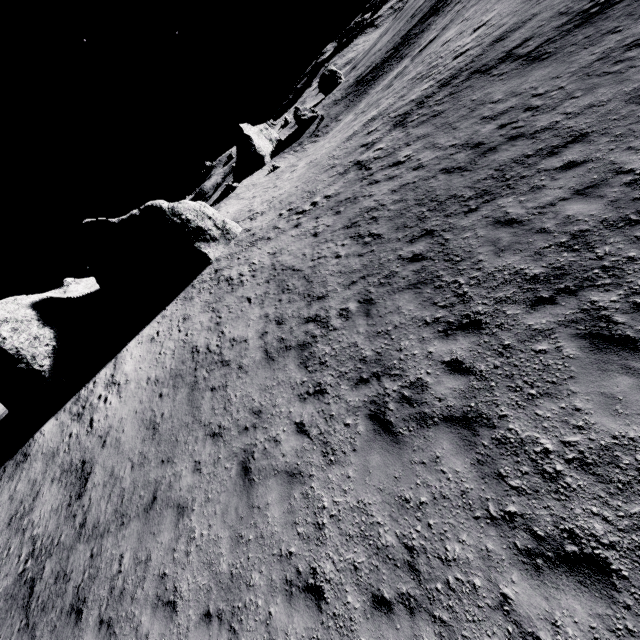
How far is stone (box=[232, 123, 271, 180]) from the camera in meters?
56.2

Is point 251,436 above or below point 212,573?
above

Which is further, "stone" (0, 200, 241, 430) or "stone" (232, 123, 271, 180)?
"stone" (232, 123, 271, 180)

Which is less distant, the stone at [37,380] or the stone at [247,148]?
the stone at [37,380]

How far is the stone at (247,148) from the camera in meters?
56.2 m
